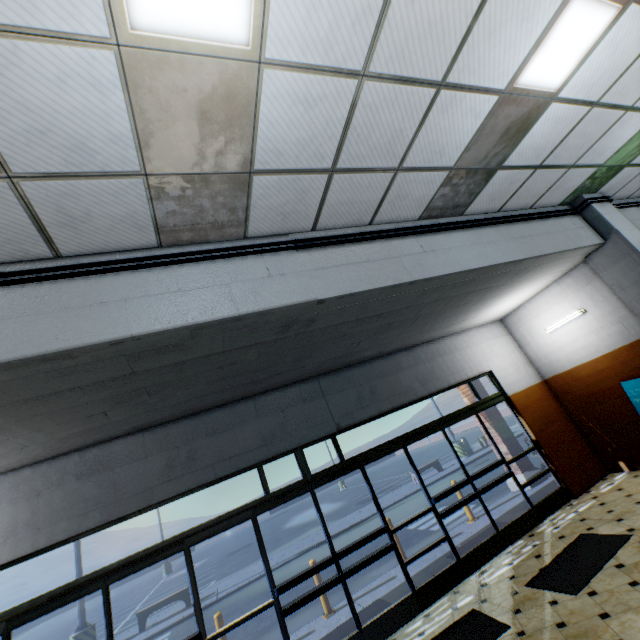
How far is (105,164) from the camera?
2.5 meters

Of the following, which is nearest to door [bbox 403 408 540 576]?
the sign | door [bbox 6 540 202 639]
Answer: the sign

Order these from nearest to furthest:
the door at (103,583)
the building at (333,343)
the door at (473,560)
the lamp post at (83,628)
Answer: the building at (333,343)
the door at (103,583)
the door at (473,560)
the lamp post at (83,628)

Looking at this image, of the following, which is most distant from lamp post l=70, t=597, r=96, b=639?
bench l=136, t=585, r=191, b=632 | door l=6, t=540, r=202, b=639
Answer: door l=6, t=540, r=202, b=639

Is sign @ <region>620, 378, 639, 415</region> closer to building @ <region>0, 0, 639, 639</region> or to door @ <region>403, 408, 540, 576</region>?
building @ <region>0, 0, 639, 639</region>

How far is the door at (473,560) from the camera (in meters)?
5.55

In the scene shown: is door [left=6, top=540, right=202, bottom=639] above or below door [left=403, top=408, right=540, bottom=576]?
above

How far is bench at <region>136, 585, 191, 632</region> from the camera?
11.66m
